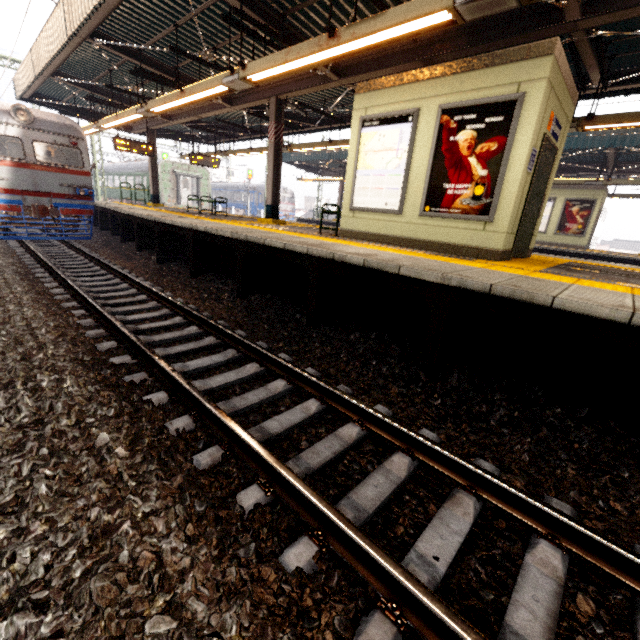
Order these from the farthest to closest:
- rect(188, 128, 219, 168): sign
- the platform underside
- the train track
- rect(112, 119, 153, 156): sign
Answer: rect(188, 128, 219, 168): sign → rect(112, 119, 153, 156): sign → the platform underside → the train track

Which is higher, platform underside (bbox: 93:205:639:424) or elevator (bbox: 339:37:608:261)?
elevator (bbox: 339:37:608:261)

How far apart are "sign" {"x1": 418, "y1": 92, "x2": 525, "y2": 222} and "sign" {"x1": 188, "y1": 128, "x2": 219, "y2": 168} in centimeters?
1348cm

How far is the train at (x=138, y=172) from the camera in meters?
25.7 m

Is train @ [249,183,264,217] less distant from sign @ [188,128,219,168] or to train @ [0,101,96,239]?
train @ [0,101,96,239]

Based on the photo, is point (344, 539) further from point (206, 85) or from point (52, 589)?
point (206, 85)

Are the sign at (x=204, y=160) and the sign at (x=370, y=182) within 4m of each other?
no

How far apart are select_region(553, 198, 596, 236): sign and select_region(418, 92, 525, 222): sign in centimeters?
1500cm
